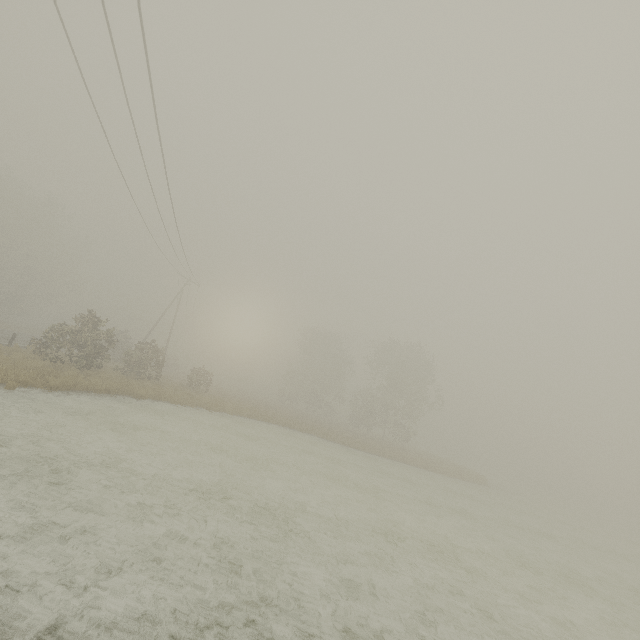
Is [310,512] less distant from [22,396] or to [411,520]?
[411,520]
